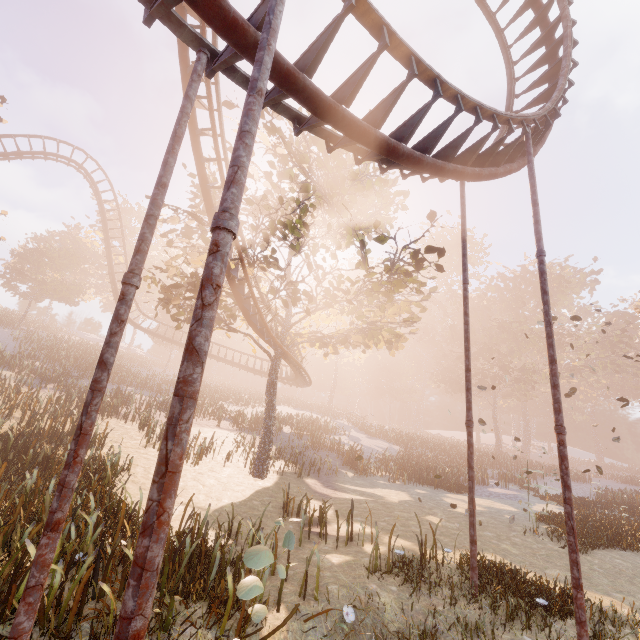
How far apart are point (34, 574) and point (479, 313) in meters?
57.7 m

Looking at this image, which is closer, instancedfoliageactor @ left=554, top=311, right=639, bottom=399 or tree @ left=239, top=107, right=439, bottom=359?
tree @ left=239, top=107, right=439, bottom=359

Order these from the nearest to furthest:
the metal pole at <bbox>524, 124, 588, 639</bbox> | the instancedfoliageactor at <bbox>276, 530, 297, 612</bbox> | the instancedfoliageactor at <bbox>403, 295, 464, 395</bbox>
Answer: the instancedfoliageactor at <bbox>276, 530, 297, 612</bbox>
the metal pole at <bbox>524, 124, 588, 639</bbox>
the instancedfoliageactor at <bbox>403, 295, 464, 395</bbox>

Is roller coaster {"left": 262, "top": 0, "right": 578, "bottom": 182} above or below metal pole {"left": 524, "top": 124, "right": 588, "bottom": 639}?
above

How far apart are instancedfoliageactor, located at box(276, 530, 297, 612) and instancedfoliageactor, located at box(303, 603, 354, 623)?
1.7 meters

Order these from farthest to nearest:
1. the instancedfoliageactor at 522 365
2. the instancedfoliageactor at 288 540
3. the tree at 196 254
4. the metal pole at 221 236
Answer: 1. the instancedfoliageactor at 522 365
2. the tree at 196 254
3. the instancedfoliageactor at 288 540
4. the metal pole at 221 236

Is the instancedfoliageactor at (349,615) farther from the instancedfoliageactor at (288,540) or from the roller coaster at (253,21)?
the roller coaster at (253,21)

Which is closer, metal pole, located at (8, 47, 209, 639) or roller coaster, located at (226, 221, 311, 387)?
metal pole, located at (8, 47, 209, 639)
